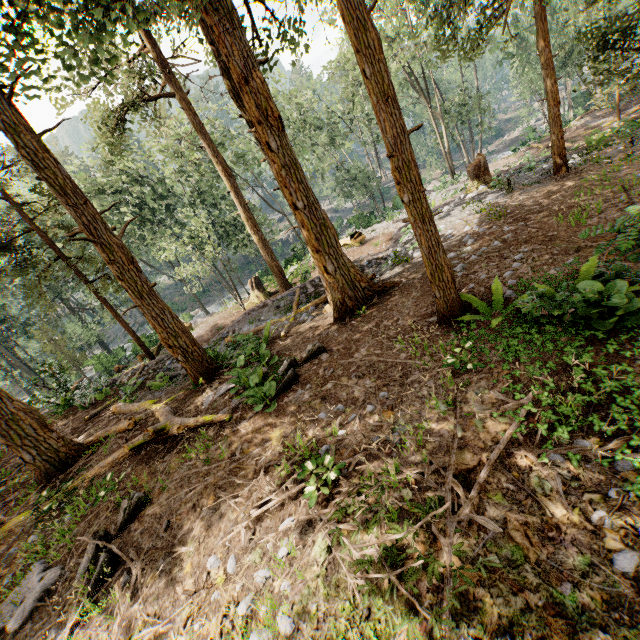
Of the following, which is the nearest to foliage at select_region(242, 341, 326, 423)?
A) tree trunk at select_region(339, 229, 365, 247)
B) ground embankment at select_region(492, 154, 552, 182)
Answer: ground embankment at select_region(492, 154, 552, 182)

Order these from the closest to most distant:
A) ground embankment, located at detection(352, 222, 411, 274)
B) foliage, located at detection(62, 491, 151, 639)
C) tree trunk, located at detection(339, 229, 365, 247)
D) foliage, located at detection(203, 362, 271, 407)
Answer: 1. foliage, located at detection(62, 491, 151, 639)
2. foliage, located at detection(203, 362, 271, 407)
3. ground embankment, located at detection(352, 222, 411, 274)
4. tree trunk, located at detection(339, 229, 365, 247)

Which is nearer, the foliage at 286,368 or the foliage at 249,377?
the foliage at 286,368

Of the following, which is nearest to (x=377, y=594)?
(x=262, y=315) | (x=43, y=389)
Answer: (x=262, y=315)

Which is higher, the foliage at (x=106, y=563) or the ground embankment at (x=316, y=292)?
the foliage at (x=106, y=563)

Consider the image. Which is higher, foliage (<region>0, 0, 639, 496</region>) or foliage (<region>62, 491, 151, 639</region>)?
foliage (<region>0, 0, 639, 496</region>)

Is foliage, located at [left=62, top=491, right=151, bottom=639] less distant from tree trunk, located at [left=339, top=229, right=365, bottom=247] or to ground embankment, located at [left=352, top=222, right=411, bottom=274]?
ground embankment, located at [left=352, top=222, right=411, bottom=274]
